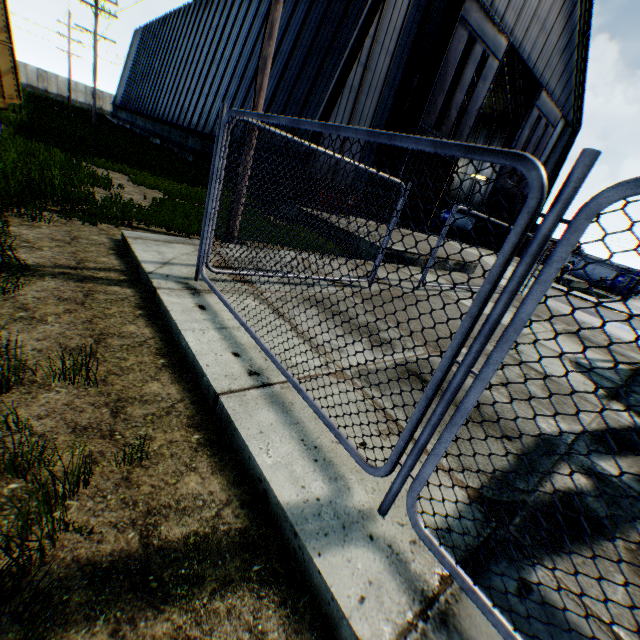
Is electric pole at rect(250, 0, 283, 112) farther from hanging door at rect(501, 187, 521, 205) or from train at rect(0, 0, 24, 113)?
hanging door at rect(501, 187, 521, 205)

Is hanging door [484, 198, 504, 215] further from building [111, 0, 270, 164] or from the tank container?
the tank container

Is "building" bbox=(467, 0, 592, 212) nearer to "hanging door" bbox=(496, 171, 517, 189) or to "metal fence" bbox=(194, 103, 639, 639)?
"hanging door" bbox=(496, 171, 517, 189)

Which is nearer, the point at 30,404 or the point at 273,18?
the point at 30,404

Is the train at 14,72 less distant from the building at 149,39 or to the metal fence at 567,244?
the metal fence at 567,244

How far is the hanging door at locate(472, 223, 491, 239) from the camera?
24.64m

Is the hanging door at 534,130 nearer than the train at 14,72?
No

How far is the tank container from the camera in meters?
34.1
